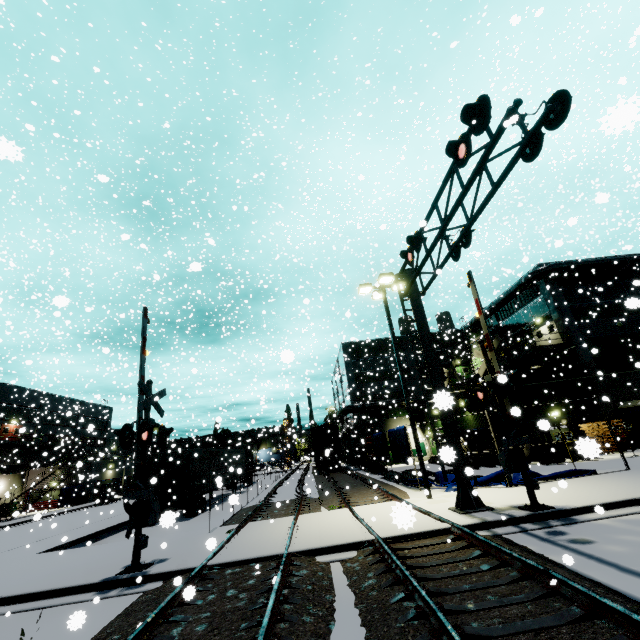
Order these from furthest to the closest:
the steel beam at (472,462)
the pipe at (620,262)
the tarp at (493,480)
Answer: the pipe at (620,262)
the steel beam at (472,462)
the tarp at (493,480)

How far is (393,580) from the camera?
6.02m

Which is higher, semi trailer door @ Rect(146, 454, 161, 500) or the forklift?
semi trailer door @ Rect(146, 454, 161, 500)

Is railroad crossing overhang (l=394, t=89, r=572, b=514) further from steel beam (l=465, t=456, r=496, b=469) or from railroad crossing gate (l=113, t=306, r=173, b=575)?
steel beam (l=465, t=456, r=496, b=469)

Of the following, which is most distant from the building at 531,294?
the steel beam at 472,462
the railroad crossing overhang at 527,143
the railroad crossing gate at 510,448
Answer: the railroad crossing gate at 510,448

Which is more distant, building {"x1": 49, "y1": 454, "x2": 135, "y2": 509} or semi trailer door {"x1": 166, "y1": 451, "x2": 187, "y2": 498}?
building {"x1": 49, "y1": 454, "x2": 135, "y2": 509}

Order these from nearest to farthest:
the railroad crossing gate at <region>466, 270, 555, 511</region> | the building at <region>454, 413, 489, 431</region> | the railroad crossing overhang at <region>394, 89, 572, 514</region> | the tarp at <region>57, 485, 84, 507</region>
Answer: the railroad crossing overhang at <region>394, 89, 572, 514</region> → the railroad crossing gate at <region>466, 270, 555, 511</region> → the building at <region>454, 413, 489, 431</region> → the tarp at <region>57, 485, 84, 507</region>

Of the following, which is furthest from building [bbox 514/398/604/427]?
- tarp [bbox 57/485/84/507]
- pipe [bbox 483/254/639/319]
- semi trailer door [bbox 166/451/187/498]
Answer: semi trailer door [bbox 166/451/187/498]
